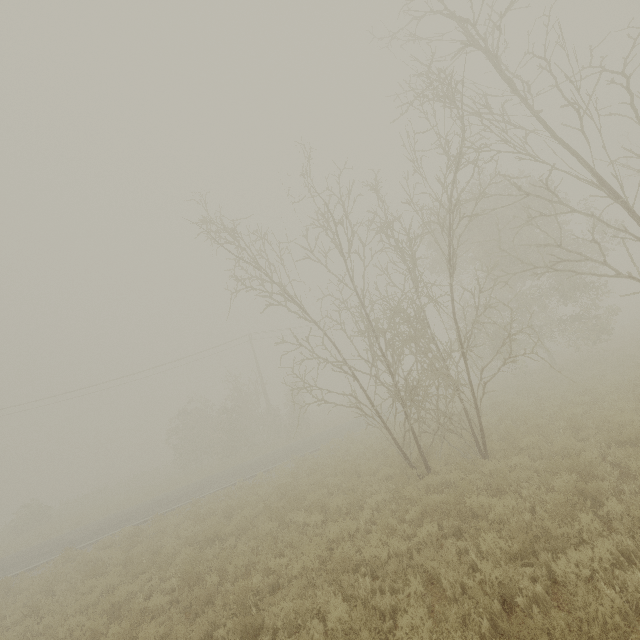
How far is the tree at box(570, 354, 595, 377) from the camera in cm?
1589

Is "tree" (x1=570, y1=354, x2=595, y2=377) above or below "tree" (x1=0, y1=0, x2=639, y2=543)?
below

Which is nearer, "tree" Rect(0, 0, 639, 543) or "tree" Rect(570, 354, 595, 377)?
"tree" Rect(0, 0, 639, 543)

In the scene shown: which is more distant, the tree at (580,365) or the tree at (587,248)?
the tree at (580,365)

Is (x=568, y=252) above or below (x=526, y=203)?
below

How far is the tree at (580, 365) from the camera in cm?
1589
